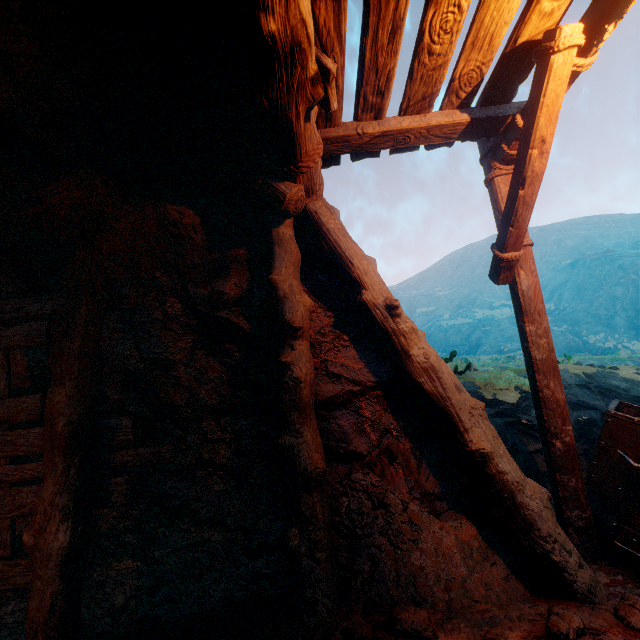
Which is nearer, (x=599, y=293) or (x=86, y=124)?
(x=86, y=124)

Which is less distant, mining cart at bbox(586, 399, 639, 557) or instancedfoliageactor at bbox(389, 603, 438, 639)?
instancedfoliageactor at bbox(389, 603, 438, 639)

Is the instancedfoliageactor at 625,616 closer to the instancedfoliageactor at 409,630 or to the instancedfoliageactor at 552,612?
the instancedfoliageactor at 552,612

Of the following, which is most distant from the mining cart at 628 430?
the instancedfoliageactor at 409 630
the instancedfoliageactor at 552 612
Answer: the instancedfoliageactor at 409 630

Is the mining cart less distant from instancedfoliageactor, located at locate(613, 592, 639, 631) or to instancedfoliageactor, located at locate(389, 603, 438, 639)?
instancedfoliageactor, located at locate(613, 592, 639, 631)

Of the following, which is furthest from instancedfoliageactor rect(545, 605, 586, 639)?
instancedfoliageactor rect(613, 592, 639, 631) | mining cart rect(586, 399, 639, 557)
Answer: mining cart rect(586, 399, 639, 557)

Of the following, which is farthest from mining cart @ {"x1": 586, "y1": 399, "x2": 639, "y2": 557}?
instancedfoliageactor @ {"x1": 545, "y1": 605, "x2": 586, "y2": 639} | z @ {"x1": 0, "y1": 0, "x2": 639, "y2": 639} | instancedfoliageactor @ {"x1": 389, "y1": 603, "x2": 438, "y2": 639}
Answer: instancedfoliageactor @ {"x1": 389, "y1": 603, "x2": 438, "y2": 639}
